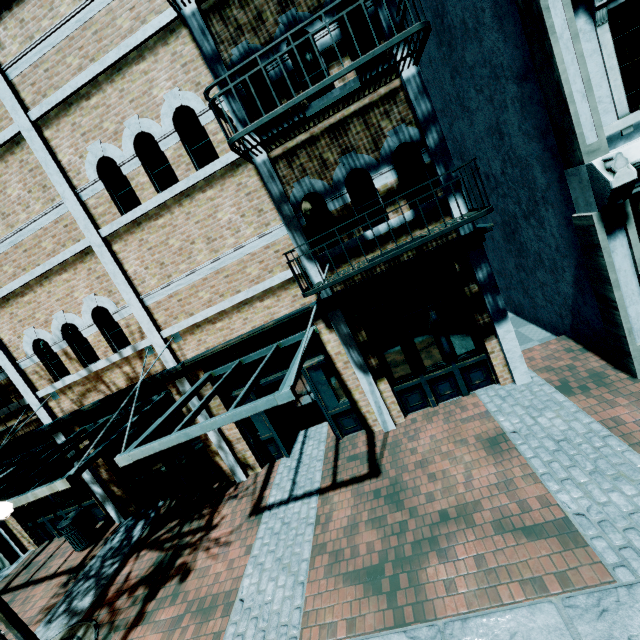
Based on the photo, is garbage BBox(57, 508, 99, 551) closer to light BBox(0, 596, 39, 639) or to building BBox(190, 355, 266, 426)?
building BBox(190, 355, 266, 426)

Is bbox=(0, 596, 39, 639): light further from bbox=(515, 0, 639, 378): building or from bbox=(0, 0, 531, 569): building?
bbox=(515, 0, 639, 378): building

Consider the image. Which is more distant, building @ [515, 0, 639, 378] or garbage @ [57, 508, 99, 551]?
garbage @ [57, 508, 99, 551]

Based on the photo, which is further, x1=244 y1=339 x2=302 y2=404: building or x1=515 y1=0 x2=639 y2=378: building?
x1=244 y1=339 x2=302 y2=404: building

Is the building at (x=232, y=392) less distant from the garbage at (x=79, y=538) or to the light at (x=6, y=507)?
the garbage at (x=79, y=538)

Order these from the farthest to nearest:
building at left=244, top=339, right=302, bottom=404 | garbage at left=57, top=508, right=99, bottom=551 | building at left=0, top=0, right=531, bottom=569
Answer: garbage at left=57, top=508, right=99, bottom=551
building at left=244, top=339, right=302, bottom=404
building at left=0, top=0, right=531, bottom=569

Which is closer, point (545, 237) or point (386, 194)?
point (386, 194)

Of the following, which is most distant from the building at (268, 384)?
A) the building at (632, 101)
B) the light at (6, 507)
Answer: the light at (6, 507)
